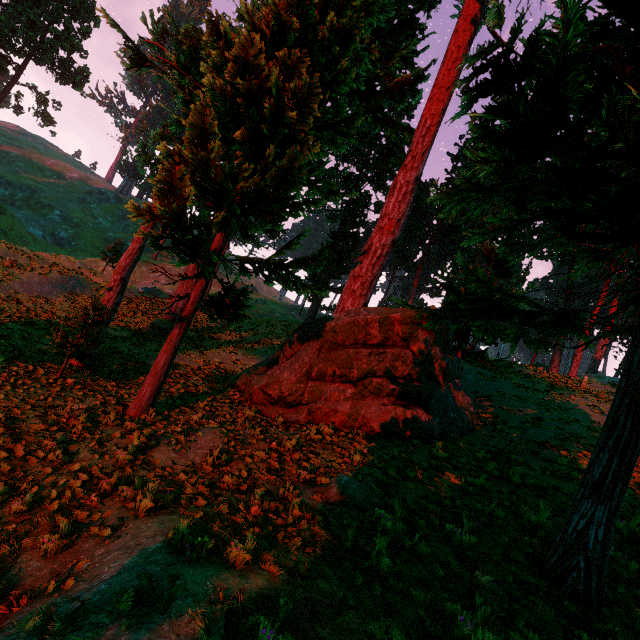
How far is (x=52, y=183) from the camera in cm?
5656
